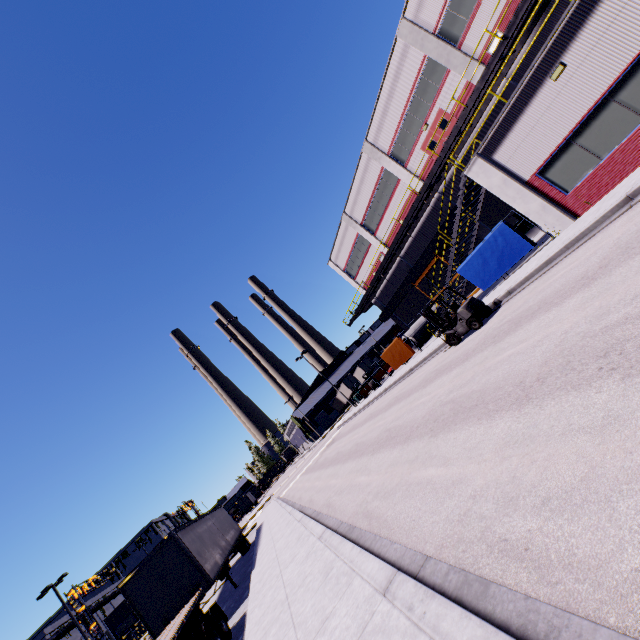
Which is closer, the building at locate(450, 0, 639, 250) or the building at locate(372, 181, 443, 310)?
the building at locate(450, 0, 639, 250)

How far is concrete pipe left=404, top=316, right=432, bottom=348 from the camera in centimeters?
2934cm

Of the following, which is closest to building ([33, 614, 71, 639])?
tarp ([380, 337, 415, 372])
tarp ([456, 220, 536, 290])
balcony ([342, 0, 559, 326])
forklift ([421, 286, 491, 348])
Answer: balcony ([342, 0, 559, 326])

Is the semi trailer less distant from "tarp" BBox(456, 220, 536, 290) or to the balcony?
the balcony

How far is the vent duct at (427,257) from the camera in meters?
27.0

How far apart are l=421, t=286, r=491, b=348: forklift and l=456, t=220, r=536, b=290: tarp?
3.3 meters

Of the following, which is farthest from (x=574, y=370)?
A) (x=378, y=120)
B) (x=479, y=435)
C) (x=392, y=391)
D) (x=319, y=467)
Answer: (x=378, y=120)

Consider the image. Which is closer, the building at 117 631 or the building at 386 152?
the building at 386 152
